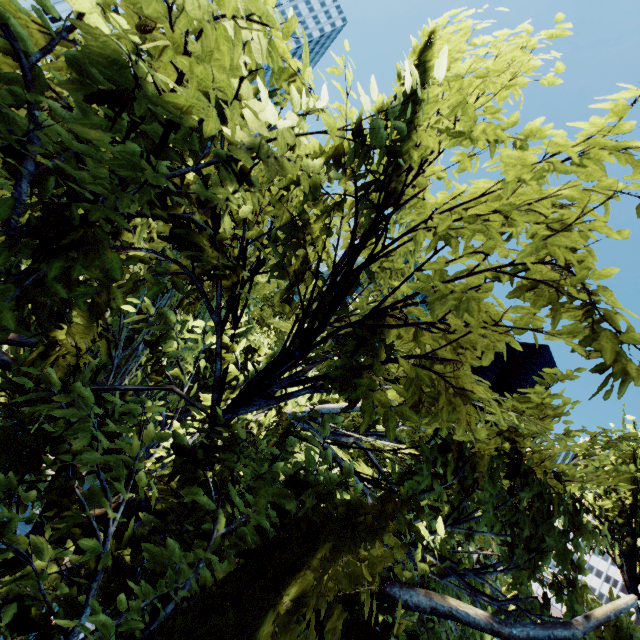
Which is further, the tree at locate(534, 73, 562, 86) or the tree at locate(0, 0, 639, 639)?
the tree at locate(534, 73, 562, 86)

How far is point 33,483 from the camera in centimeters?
332cm

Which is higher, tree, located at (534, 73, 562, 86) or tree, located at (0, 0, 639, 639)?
tree, located at (534, 73, 562, 86)

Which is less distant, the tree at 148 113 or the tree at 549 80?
the tree at 148 113

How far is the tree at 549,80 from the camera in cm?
334

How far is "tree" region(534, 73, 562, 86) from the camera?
3.3 meters
